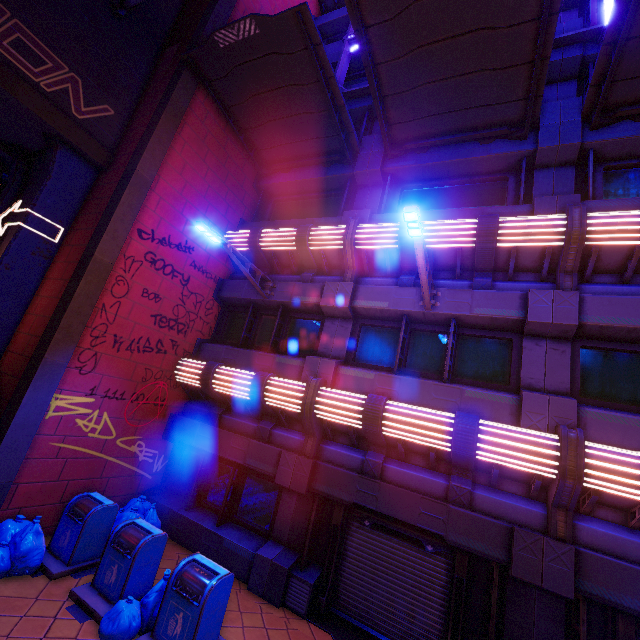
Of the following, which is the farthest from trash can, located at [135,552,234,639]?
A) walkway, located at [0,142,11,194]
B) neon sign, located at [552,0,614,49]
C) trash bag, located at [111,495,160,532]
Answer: neon sign, located at [552,0,614,49]

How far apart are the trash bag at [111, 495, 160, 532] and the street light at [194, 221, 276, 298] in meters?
6.3

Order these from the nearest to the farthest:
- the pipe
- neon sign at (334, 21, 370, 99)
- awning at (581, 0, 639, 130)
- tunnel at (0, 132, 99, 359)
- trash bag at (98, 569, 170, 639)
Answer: trash bag at (98, 569, 170, 639)
awning at (581, 0, 639, 130)
tunnel at (0, 132, 99, 359)
the pipe
neon sign at (334, 21, 370, 99)

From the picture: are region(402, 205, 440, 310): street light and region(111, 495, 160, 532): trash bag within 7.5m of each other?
no

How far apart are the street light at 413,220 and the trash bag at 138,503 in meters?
8.6 m

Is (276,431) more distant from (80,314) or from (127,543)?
(80,314)

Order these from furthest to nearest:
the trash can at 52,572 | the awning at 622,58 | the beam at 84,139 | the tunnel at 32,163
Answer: the tunnel at 32,163, the beam at 84,139, the awning at 622,58, the trash can at 52,572

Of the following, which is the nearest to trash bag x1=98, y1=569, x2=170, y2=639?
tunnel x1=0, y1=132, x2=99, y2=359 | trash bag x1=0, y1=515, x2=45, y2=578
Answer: trash bag x1=0, y1=515, x2=45, y2=578
